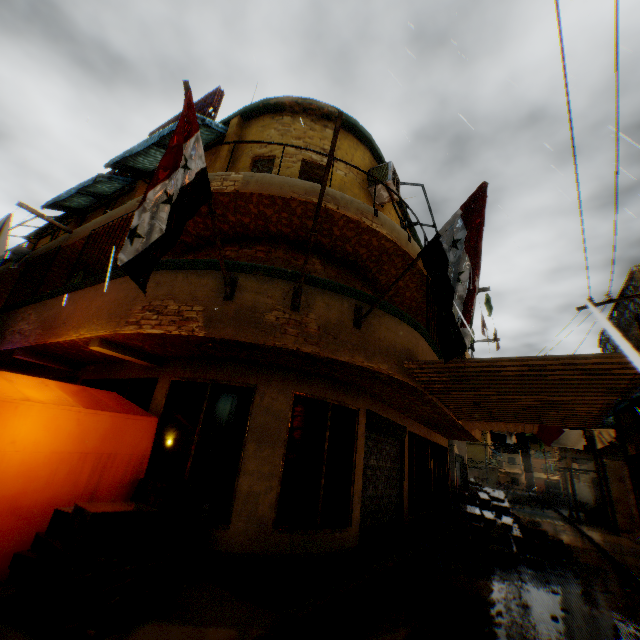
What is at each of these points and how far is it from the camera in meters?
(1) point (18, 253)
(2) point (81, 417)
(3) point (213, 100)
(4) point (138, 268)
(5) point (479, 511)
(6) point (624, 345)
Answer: (1) dryer, 10.3 m
(2) tent, 4.7 m
(3) wooden shield, 11.9 m
(4) flag, 3.2 m
(5) cardboard box, 11.9 m
(6) building, 0.3 m

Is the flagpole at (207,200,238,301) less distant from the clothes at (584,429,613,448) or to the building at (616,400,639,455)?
the building at (616,400,639,455)

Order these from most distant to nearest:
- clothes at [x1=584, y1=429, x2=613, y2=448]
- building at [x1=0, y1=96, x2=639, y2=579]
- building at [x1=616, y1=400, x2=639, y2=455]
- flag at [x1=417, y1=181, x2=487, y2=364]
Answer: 1. clothes at [x1=584, y1=429, x2=613, y2=448]
2. building at [x1=616, y1=400, x2=639, y2=455]
3. building at [x1=0, y1=96, x2=639, y2=579]
4. flag at [x1=417, y1=181, x2=487, y2=364]

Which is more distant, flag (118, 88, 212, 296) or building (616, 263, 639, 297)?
building (616, 263, 639, 297)

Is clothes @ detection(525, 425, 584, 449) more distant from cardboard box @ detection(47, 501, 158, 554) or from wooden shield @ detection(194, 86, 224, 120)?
wooden shield @ detection(194, 86, 224, 120)

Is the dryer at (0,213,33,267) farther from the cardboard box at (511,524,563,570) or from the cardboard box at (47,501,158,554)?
the cardboard box at (511,524,563,570)

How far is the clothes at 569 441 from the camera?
12.9 meters

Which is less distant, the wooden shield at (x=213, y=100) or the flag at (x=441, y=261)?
the flag at (x=441, y=261)
